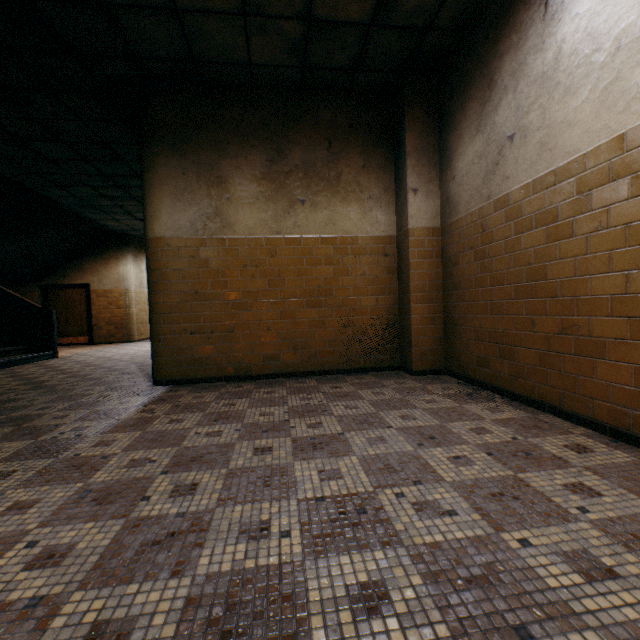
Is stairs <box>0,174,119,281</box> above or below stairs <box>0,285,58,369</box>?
above

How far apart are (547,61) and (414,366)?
3.25m

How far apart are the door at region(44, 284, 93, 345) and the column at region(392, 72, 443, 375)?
11.8m

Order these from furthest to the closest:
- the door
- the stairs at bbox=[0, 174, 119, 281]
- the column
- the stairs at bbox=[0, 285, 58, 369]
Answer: the door
the stairs at bbox=[0, 174, 119, 281]
the stairs at bbox=[0, 285, 58, 369]
the column

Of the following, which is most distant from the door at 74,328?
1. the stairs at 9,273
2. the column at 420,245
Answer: the column at 420,245

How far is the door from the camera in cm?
1155

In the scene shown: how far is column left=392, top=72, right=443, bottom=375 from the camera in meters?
4.2

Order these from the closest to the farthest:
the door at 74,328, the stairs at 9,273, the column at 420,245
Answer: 1. the column at 420,245
2. the stairs at 9,273
3. the door at 74,328
